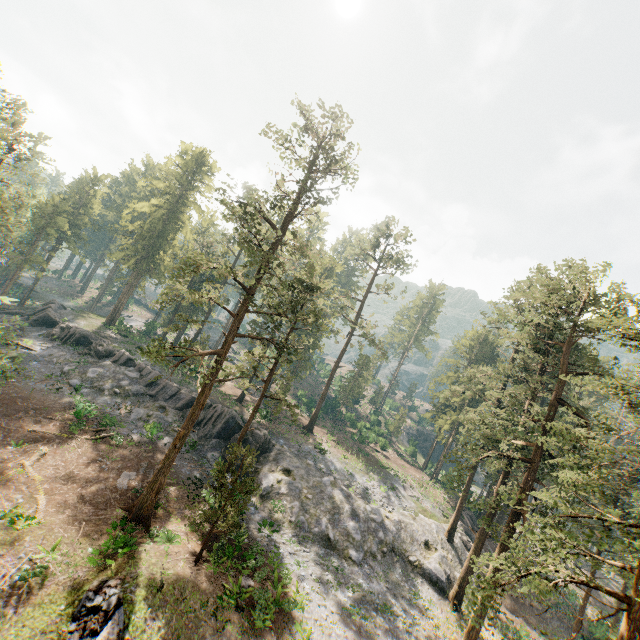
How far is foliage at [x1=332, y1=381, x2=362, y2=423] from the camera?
58.6m

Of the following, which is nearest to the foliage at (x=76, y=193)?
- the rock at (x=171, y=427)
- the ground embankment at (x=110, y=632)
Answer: the rock at (x=171, y=427)

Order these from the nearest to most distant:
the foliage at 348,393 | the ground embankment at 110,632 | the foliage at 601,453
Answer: the foliage at 601,453 < the ground embankment at 110,632 < the foliage at 348,393

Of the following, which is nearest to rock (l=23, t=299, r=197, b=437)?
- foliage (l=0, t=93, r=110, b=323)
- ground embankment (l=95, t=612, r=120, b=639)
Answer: foliage (l=0, t=93, r=110, b=323)

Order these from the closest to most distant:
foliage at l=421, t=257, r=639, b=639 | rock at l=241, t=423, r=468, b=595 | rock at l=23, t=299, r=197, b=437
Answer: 1. foliage at l=421, t=257, r=639, b=639
2. rock at l=241, t=423, r=468, b=595
3. rock at l=23, t=299, r=197, b=437

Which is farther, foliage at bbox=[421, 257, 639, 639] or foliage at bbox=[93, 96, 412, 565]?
foliage at bbox=[93, 96, 412, 565]

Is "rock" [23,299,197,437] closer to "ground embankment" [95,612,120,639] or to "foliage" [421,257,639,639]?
"foliage" [421,257,639,639]

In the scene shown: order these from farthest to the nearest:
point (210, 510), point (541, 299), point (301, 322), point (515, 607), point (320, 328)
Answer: point (320, 328) < point (515, 607) < point (301, 322) < point (541, 299) < point (210, 510)
